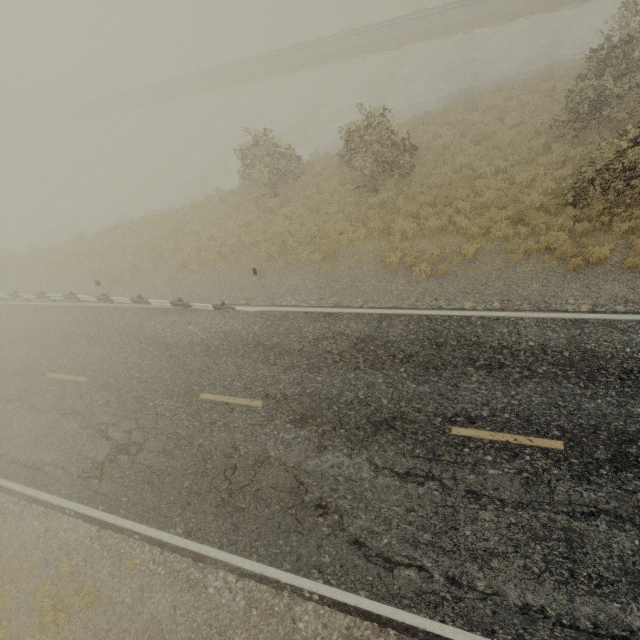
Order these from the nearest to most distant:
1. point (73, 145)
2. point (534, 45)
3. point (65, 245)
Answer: point (65, 245), point (534, 45), point (73, 145)
